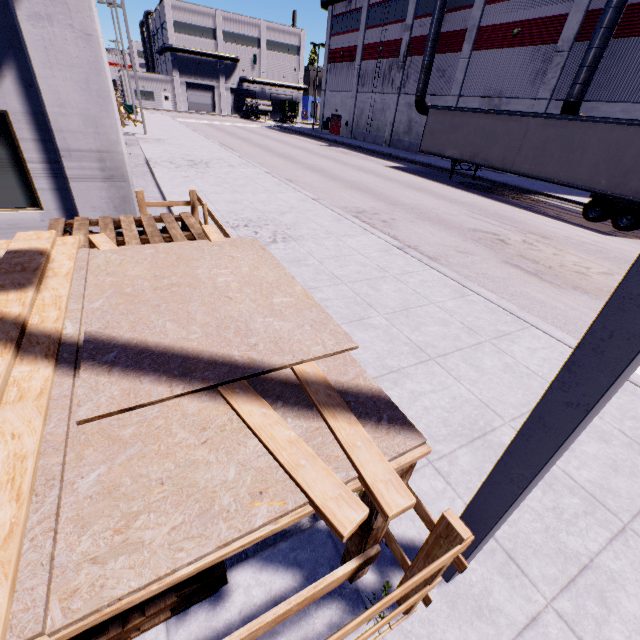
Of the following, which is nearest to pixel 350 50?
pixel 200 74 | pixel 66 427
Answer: pixel 200 74

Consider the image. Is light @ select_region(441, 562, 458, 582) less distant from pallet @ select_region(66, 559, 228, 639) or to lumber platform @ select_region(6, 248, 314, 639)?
lumber platform @ select_region(6, 248, 314, 639)

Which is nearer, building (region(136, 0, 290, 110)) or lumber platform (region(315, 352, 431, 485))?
lumber platform (region(315, 352, 431, 485))

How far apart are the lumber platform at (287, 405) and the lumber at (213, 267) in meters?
0.0 m

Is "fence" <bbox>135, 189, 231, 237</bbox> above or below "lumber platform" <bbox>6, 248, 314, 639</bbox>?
below

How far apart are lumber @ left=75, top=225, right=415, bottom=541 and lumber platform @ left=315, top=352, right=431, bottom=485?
0.0m

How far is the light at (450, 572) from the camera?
2.3 meters

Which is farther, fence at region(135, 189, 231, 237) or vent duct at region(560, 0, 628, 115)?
vent duct at region(560, 0, 628, 115)
